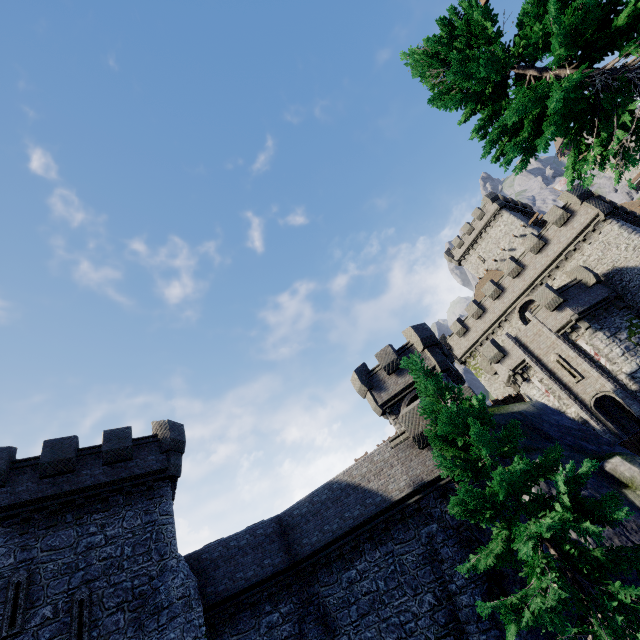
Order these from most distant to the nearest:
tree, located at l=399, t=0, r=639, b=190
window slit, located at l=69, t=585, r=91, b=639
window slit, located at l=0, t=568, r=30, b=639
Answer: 1. window slit, located at l=69, t=585, r=91, b=639
2. window slit, located at l=0, t=568, r=30, b=639
3. tree, located at l=399, t=0, r=639, b=190

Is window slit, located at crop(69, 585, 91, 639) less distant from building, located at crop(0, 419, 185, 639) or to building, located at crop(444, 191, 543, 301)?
building, located at crop(0, 419, 185, 639)

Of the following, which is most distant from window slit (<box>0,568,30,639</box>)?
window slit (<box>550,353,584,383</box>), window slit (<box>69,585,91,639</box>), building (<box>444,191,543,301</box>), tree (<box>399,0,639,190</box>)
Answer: building (<box>444,191,543,301</box>)

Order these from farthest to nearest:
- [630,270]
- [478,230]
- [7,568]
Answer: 1. [478,230]
2. [630,270]
3. [7,568]

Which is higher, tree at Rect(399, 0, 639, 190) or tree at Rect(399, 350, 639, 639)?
tree at Rect(399, 0, 639, 190)

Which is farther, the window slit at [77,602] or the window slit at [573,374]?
the window slit at [573,374]

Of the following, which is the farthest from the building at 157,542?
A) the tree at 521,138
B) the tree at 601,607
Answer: the tree at 521,138

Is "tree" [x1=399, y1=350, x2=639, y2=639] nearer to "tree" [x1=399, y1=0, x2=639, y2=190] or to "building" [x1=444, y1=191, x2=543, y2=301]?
"tree" [x1=399, y1=0, x2=639, y2=190]
